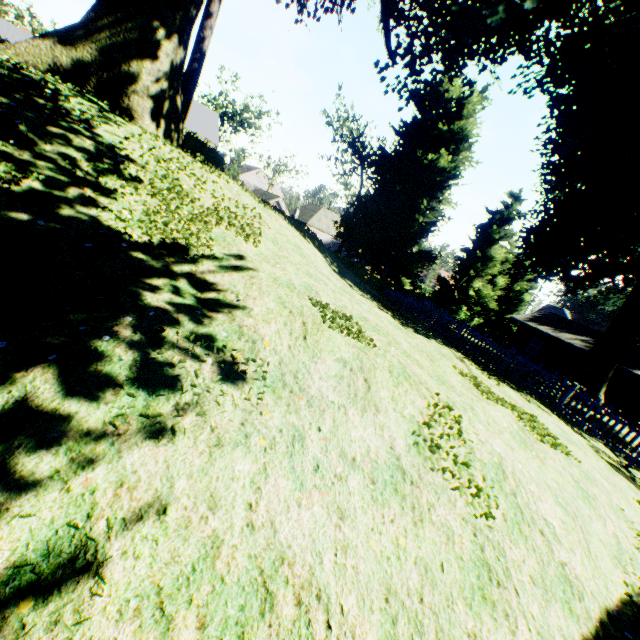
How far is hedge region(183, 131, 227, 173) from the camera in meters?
16.0 m

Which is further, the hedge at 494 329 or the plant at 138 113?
the hedge at 494 329

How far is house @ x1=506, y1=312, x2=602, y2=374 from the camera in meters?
29.5 m

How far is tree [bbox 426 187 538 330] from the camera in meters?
36.1 m

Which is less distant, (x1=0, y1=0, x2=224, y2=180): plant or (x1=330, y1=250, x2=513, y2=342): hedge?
(x1=0, y1=0, x2=224, y2=180): plant

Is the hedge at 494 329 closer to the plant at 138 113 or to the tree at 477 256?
the plant at 138 113

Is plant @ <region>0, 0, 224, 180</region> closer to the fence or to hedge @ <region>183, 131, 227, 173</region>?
the fence

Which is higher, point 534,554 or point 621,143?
point 621,143
